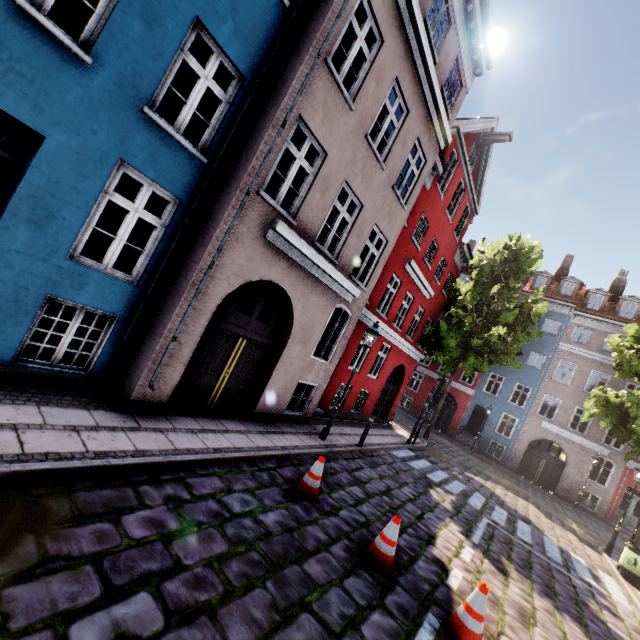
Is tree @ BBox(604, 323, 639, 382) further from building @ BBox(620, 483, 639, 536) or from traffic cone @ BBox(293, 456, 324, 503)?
traffic cone @ BBox(293, 456, 324, 503)

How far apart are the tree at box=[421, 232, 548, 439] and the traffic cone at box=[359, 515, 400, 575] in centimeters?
1455cm

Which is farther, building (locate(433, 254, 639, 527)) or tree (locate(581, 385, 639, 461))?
building (locate(433, 254, 639, 527))

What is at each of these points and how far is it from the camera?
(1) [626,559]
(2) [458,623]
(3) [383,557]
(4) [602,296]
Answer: (1) trash bin, 10.54m
(2) traffic cone, 4.28m
(3) traffic cone, 4.95m
(4) building, 25.28m

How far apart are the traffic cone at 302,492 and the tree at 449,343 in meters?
14.3

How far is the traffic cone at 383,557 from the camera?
4.9m

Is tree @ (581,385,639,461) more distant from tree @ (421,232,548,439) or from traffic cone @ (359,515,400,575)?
traffic cone @ (359,515,400,575)
